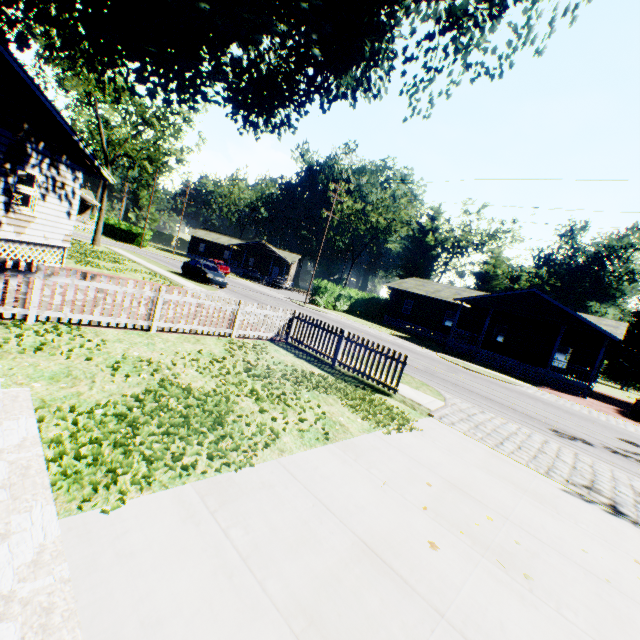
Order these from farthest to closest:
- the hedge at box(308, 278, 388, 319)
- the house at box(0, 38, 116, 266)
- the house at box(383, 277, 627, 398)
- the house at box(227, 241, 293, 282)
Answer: the house at box(227, 241, 293, 282)
the hedge at box(308, 278, 388, 319)
the house at box(383, 277, 627, 398)
the house at box(0, 38, 116, 266)

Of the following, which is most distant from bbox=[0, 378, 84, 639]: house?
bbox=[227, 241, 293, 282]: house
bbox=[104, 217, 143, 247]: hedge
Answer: bbox=[227, 241, 293, 282]: house

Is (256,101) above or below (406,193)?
below

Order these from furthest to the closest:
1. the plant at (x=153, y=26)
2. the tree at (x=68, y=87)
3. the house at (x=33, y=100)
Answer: the tree at (x=68, y=87) → the house at (x=33, y=100) → the plant at (x=153, y=26)

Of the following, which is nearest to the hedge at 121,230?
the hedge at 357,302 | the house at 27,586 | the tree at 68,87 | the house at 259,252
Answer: the house at 259,252

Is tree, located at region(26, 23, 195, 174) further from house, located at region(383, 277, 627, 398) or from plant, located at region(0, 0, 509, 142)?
house, located at region(383, 277, 627, 398)

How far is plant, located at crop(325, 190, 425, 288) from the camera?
48.1 meters

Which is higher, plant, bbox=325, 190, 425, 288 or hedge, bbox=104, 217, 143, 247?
plant, bbox=325, 190, 425, 288
